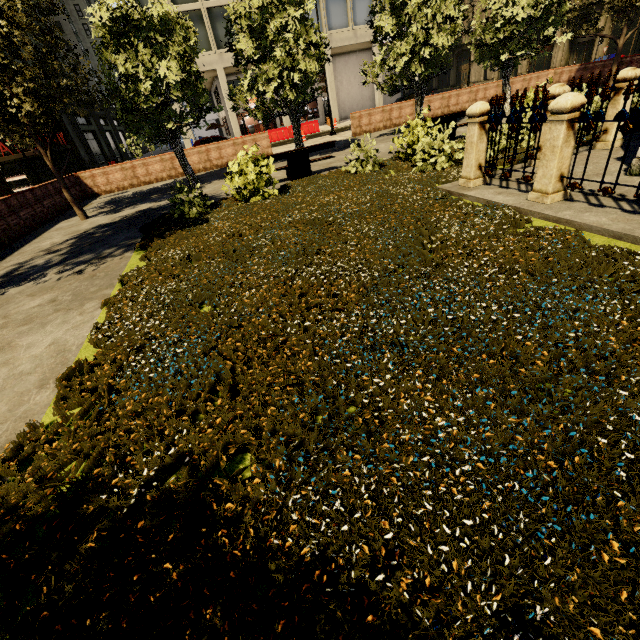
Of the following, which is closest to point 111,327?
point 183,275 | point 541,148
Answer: point 183,275

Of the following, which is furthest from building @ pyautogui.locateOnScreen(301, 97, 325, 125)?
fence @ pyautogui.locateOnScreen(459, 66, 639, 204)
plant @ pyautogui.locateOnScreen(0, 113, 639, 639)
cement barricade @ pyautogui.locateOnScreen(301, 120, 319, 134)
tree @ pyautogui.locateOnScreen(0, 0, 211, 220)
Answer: fence @ pyautogui.locateOnScreen(459, 66, 639, 204)

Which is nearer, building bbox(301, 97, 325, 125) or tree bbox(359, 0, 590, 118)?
tree bbox(359, 0, 590, 118)

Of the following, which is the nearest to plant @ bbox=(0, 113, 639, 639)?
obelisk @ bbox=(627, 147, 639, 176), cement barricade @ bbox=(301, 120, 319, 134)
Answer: obelisk @ bbox=(627, 147, 639, 176)

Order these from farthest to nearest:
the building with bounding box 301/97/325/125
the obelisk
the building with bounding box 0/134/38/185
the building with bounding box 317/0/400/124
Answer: the building with bounding box 301/97/325/125 → the building with bounding box 317/0/400/124 → the building with bounding box 0/134/38/185 → the obelisk

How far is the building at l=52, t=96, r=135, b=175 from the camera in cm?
2947

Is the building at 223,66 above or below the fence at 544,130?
above

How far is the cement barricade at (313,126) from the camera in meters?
27.6
